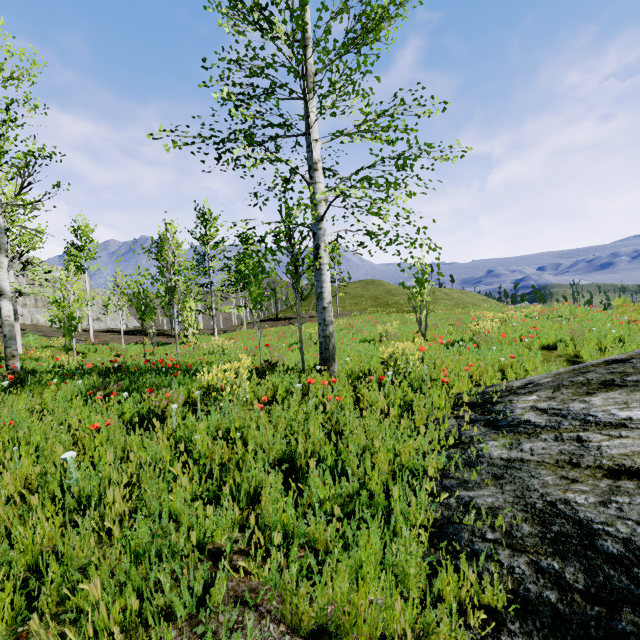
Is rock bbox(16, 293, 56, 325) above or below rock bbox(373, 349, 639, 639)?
above

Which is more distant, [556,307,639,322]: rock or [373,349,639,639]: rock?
[556,307,639,322]: rock

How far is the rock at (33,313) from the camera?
38.9m

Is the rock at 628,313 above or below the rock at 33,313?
below

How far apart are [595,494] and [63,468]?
4.4 meters

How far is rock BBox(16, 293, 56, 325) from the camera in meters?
38.9 m
